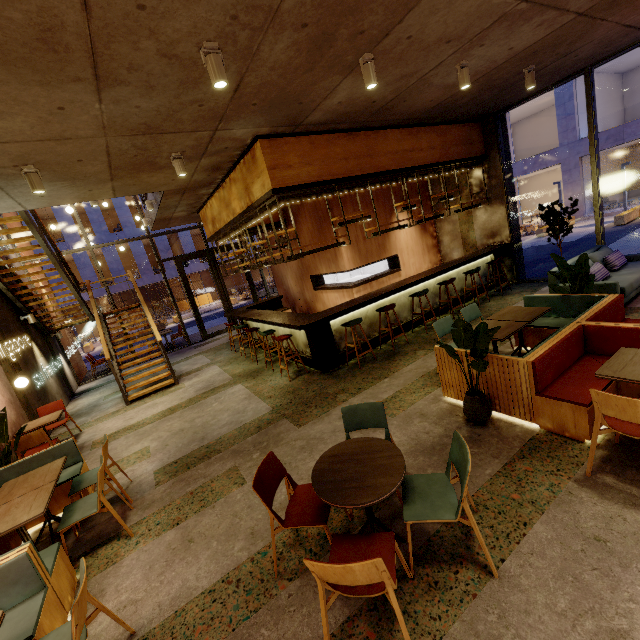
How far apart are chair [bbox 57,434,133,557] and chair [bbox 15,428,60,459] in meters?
2.3

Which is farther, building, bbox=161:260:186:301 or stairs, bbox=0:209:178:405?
building, bbox=161:260:186:301

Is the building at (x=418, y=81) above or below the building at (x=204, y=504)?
above

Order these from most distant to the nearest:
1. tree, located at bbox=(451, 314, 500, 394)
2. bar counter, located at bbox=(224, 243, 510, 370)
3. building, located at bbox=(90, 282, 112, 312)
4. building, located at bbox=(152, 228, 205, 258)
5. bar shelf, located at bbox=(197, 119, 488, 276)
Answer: building, located at bbox=(152, 228, 205, 258)
building, located at bbox=(90, 282, 112, 312)
bar counter, located at bbox=(224, 243, 510, 370)
bar shelf, located at bbox=(197, 119, 488, 276)
tree, located at bbox=(451, 314, 500, 394)

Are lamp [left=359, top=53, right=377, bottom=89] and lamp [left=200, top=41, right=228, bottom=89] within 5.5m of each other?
yes

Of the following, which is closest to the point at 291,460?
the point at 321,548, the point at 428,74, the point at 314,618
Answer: the point at 321,548

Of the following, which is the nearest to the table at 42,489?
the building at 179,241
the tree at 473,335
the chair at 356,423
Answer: the chair at 356,423

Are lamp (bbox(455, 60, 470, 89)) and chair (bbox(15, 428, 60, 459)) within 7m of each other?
no
